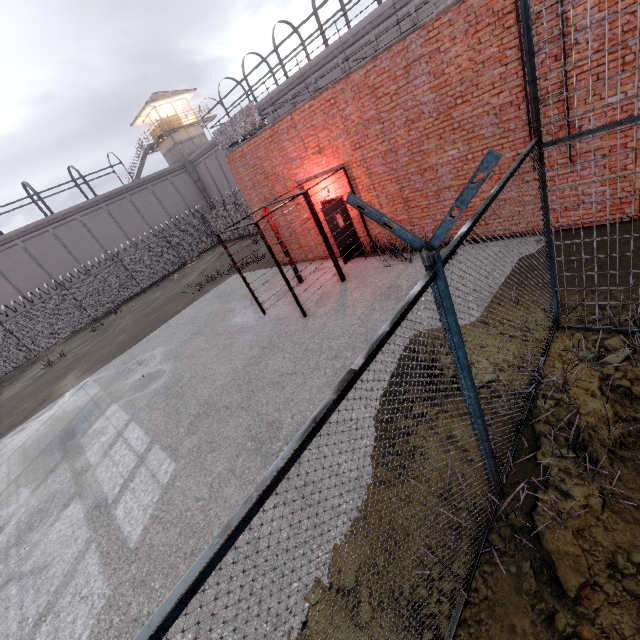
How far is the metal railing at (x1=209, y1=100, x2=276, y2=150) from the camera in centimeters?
1085cm

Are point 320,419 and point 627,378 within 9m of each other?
yes

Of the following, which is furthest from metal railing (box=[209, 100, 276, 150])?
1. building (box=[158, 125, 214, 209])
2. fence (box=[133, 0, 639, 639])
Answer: Result: building (box=[158, 125, 214, 209])

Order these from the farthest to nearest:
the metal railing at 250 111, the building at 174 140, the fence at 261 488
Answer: the building at 174 140 < the metal railing at 250 111 < the fence at 261 488

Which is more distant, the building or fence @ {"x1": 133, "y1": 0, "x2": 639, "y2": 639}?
the building

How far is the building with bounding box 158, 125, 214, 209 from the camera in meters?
35.1 m

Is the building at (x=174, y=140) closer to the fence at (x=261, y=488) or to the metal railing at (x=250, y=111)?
the fence at (x=261, y=488)
